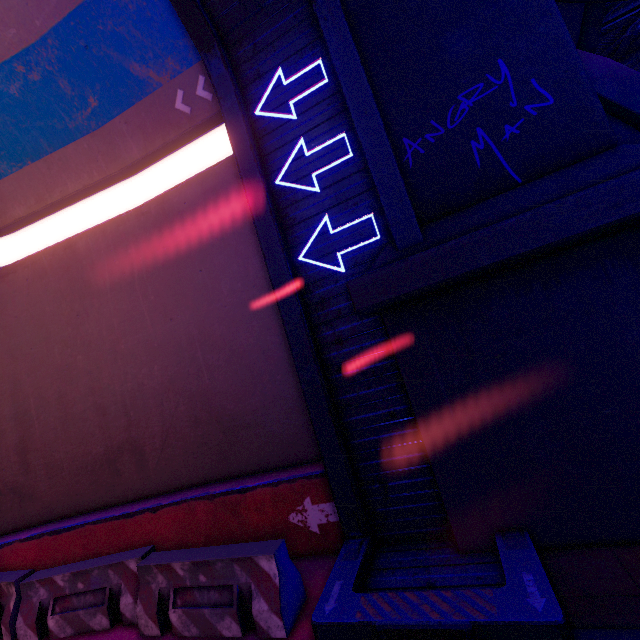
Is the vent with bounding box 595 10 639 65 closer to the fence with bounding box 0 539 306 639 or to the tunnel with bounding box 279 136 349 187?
the tunnel with bounding box 279 136 349 187

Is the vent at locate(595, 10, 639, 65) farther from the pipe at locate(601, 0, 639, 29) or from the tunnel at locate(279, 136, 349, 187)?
the tunnel at locate(279, 136, 349, 187)

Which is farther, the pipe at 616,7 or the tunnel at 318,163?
the pipe at 616,7

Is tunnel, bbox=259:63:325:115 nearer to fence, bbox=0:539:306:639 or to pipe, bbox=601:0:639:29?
fence, bbox=0:539:306:639

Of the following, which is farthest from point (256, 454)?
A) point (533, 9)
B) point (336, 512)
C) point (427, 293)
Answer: point (533, 9)

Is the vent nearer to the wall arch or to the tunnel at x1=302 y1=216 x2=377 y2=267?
the wall arch

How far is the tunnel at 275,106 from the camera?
5.4 meters

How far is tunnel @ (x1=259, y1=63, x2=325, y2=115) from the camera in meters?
5.4 m
